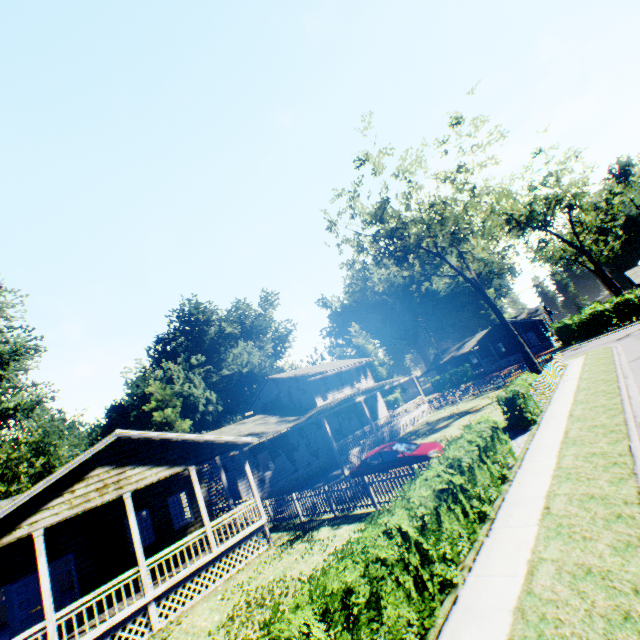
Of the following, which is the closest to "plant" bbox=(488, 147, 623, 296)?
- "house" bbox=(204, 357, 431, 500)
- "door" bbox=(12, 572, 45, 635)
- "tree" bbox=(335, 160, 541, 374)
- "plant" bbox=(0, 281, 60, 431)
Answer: "tree" bbox=(335, 160, 541, 374)

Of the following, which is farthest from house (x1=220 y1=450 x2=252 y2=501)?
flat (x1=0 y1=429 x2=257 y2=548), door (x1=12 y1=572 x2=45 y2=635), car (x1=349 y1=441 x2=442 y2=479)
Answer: door (x1=12 y1=572 x2=45 y2=635)

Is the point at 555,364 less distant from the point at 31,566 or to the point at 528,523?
the point at 528,523

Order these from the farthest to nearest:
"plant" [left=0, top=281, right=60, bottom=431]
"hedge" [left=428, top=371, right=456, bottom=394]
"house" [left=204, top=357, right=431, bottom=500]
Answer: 1. "hedge" [left=428, top=371, right=456, bottom=394]
2. "plant" [left=0, top=281, right=60, bottom=431]
3. "house" [left=204, top=357, right=431, bottom=500]

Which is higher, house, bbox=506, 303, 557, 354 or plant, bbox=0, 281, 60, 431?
plant, bbox=0, 281, 60, 431

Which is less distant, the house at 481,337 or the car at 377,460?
the car at 377,460

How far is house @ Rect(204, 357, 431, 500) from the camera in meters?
24.1 m

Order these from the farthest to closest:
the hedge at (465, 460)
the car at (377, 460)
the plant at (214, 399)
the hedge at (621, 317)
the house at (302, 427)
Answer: the plant at (214, 399), the hedge at (621, 317), the house at (302, 427), the car at (377, 460), the hedge at (465, 460)
